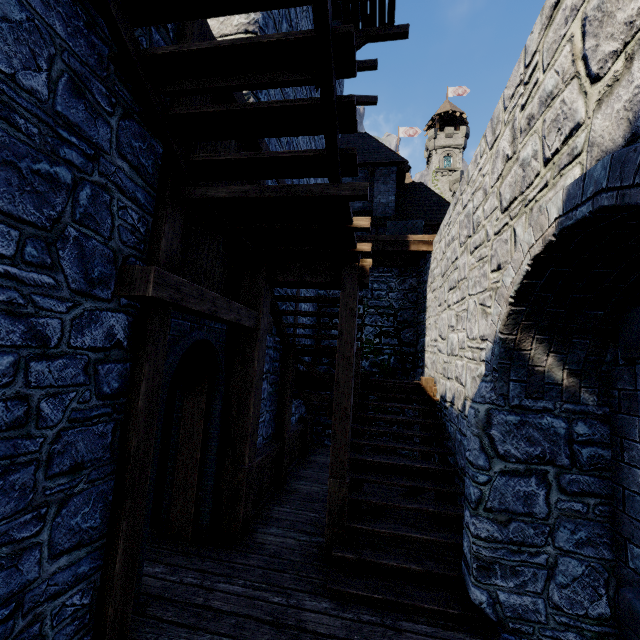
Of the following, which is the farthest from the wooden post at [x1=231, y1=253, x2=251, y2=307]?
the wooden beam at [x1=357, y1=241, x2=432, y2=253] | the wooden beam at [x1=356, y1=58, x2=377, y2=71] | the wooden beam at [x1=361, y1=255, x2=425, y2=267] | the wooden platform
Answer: the wooden beam at [x1=356, y1=58, x2=377, y2=71]

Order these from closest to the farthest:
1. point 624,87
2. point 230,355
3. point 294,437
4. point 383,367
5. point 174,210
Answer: point 624,87, point 174,210, point 230,355, point 294,437, point 383,367

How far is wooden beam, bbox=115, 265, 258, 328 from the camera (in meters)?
2.56

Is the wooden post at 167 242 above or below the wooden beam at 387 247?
below

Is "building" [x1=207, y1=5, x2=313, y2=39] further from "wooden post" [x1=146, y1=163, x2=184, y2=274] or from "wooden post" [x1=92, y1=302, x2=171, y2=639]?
"wooden post" [x1=92, y1=302, x2=171, y2=639]

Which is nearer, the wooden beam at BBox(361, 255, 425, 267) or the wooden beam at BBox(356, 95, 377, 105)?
the wooden beam at BBox(361, 255, 425, 267)

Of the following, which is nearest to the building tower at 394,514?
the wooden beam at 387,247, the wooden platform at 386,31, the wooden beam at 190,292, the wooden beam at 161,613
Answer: the wooden beam at 161,613

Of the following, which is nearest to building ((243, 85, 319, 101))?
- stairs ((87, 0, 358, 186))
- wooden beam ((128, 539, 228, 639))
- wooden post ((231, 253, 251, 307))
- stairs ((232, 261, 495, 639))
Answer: wooden post ((231, 253, 251, 307))
